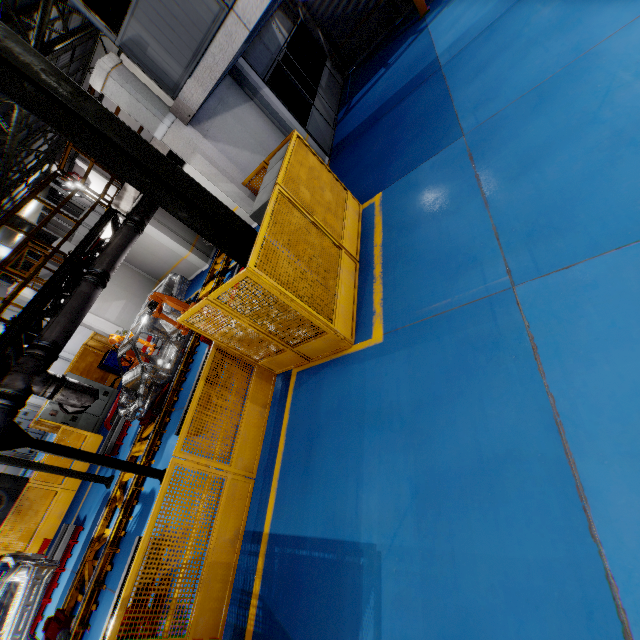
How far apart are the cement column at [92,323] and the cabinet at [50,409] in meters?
2.0

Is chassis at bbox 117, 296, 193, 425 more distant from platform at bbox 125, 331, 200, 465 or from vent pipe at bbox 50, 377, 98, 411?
vent pipe at bbox 50, 377, 98, 411

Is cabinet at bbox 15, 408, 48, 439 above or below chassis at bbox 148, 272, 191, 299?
above

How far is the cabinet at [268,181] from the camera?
5.6 meters

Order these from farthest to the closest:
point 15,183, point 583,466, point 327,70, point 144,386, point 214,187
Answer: point 15,183 < point 327,70 < point 214,187 < point 144,386 < point 583,466

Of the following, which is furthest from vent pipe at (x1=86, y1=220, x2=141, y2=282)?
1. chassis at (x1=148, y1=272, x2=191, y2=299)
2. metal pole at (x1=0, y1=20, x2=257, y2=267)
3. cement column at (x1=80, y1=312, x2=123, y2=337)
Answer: cement column at (x1=80, y1=312, x2=123, y2=337)

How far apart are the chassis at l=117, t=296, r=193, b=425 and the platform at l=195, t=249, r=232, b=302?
0.0 meters

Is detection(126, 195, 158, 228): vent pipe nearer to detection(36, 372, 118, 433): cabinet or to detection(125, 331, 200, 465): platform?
detection(125, 331, 200, 465): platform
